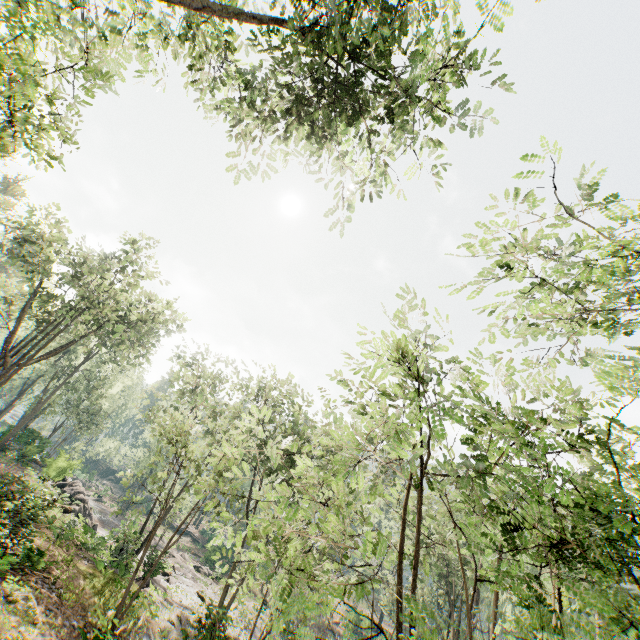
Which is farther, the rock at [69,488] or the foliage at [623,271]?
the rock at [69,488]

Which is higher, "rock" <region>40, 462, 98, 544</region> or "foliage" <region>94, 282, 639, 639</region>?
"foliage" <region>94, 282, 639, 639</region>

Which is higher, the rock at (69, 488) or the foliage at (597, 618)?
the foliage at (597, 618)

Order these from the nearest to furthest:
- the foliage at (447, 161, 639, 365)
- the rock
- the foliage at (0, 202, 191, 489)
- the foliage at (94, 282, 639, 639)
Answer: the foliage at (94, 282, 639, 639), the foliage at (447, 161, 639, 365), the rock, the foliage at (0, 202, 191, 489)

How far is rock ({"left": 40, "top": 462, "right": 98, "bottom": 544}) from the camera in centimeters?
2187cm

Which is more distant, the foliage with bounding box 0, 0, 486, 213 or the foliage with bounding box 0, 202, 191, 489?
the foliage with bounding box 0, 202, 191, 489

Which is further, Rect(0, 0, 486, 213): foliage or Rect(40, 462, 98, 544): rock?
Rect(40, 462, 98, 544): rock

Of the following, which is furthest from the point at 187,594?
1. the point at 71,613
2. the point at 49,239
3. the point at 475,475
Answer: the point at 475,475
